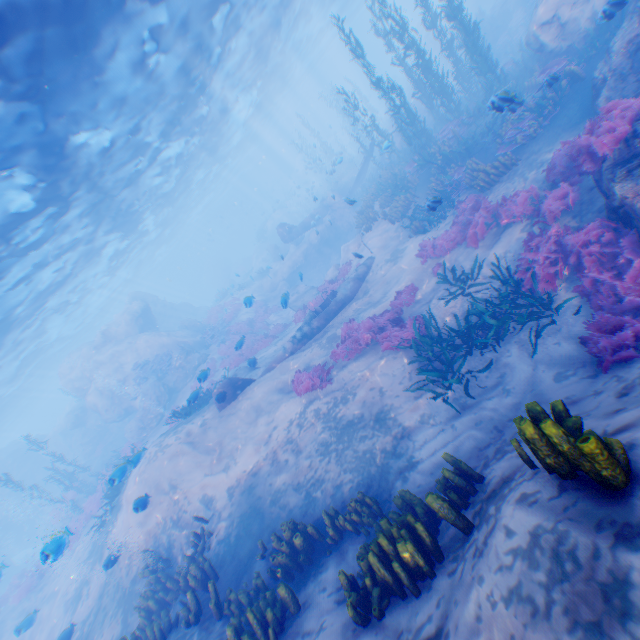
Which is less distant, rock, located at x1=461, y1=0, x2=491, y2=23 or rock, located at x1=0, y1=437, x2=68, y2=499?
rock, located at x1=461, y1=0, x2=491, y2=23

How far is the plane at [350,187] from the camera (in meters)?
25.91

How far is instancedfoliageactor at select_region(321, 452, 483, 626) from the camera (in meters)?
4.16

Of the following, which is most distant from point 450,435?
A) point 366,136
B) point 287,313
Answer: point 366,136

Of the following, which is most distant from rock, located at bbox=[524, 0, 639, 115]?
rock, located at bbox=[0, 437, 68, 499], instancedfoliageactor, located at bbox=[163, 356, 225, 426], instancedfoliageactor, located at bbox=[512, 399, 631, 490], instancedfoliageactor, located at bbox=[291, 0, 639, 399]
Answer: rock, located at bbox=[0, 437, 68, 499]

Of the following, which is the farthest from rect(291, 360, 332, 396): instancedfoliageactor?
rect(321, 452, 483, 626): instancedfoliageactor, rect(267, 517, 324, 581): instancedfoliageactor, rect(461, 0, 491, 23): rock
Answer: rect(267, 517, 324, 581): instancedfoliageactor

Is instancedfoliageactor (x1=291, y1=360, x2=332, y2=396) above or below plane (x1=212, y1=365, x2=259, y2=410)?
below

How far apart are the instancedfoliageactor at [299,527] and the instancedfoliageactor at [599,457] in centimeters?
511cm
